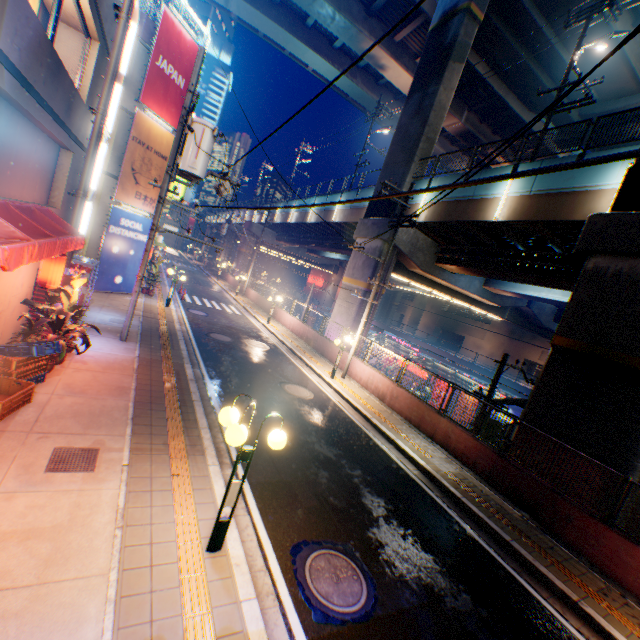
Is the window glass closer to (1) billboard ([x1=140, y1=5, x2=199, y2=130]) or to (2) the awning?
(2) the awning

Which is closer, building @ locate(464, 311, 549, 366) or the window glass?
the window glass

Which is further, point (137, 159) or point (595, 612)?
point (137, 159)

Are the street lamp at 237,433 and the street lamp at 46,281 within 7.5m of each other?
yes

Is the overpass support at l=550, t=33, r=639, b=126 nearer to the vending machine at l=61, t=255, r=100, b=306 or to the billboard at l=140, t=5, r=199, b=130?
the billboard at l=140, t=5, r=199, b=130

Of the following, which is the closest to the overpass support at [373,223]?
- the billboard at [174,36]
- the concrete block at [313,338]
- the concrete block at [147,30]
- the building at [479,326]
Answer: the concrete block at [313,338]

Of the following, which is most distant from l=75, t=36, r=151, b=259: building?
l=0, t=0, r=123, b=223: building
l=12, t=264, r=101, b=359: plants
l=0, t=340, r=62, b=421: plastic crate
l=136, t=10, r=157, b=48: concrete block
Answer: l=0, t=340, r=62, b=421: plastic crate

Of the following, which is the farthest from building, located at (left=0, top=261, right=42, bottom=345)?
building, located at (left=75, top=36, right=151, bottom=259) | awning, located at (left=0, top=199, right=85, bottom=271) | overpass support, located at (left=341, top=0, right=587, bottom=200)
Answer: building, located at (left=75, top=36, right=151, bottom=259)
